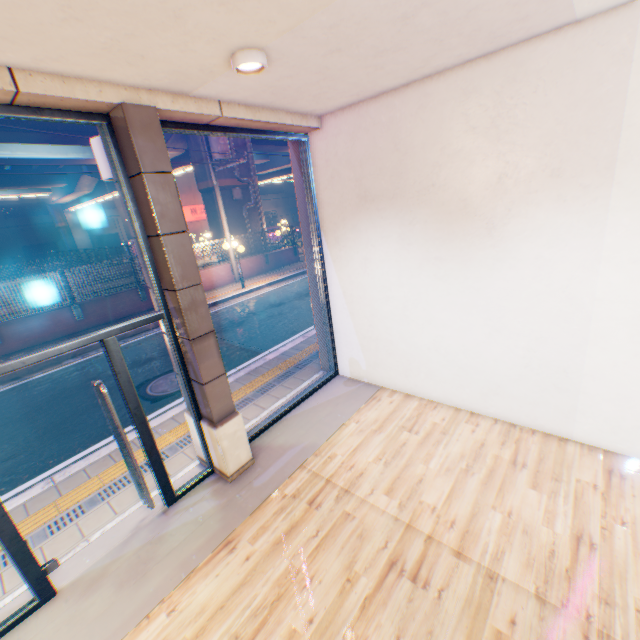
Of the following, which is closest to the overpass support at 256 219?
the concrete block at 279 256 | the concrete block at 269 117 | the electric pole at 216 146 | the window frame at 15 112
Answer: the concrete block at 279 256

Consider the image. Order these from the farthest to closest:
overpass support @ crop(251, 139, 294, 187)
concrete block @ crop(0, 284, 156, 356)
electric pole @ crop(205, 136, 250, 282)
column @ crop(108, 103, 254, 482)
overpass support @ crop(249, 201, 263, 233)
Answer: overpass support @ crop(251, 139, 294, 187), overpass support @ crop(249, 201, 263, 233), electric pole @ crop(205, 136, 250, 282), concrete block @ crop(0, 284, 156, 356), column @ crop(108, 103, 254, 482)

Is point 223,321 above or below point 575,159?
below

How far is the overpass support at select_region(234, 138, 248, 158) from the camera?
17.2 meters

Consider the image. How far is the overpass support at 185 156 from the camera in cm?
1623

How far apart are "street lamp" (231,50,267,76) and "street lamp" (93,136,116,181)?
1.5m

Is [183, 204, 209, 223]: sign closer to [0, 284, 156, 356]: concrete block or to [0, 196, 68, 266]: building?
[0, 284, 156, 356]: concrete block

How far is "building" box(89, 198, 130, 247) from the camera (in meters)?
48.00
